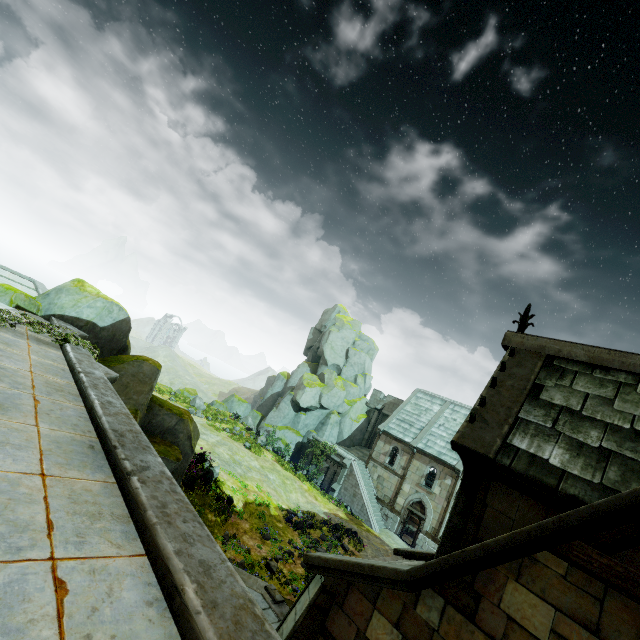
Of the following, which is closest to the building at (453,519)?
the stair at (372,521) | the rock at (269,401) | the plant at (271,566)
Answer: the plant at (271,566)

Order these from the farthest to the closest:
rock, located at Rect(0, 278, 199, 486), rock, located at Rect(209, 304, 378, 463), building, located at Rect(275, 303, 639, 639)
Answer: rock, located at Rect(209, 304, 378, 463) < rock, located at Rect(0, 278, 199, 486) < building, located at Rect(275, 303, 639, 639)

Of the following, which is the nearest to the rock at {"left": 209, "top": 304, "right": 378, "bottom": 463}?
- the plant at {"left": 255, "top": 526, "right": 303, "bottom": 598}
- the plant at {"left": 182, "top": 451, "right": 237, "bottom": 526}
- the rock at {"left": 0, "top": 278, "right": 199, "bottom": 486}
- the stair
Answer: the stair

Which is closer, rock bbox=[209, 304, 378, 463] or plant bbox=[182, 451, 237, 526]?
plant bbox=[182, 451, 237, 526]

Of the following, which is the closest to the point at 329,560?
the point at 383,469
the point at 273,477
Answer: the point at 273,477

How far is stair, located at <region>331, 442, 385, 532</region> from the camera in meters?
27.6

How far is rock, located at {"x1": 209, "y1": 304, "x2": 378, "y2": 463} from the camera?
36.7m

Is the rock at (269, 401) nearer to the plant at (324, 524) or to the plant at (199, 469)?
the plant at (324, 524)
